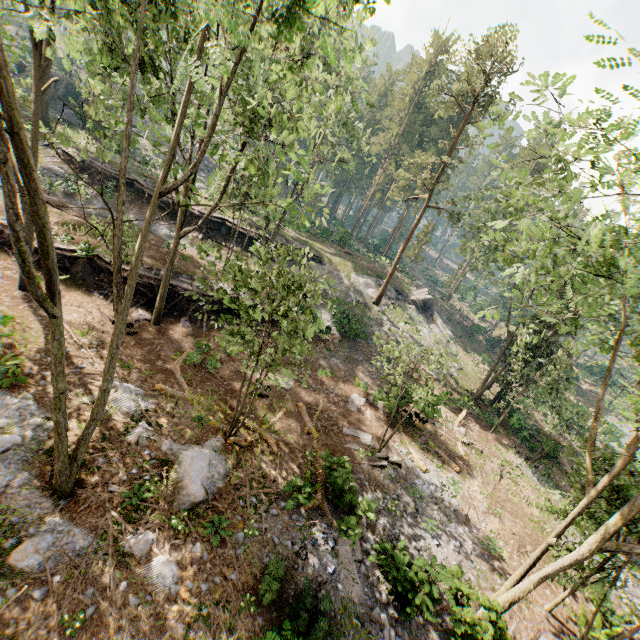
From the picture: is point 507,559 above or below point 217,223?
below

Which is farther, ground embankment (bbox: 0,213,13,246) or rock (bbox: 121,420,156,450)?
ground embankment (bbox: 0,213,13,246)

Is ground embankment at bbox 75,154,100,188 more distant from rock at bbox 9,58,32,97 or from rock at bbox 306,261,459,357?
rock at bbox 9,58,32,97

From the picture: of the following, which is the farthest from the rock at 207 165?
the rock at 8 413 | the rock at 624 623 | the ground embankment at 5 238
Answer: the rock at 624 623

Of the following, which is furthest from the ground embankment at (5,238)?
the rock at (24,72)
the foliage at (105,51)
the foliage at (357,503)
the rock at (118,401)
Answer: the rock at (24,72)

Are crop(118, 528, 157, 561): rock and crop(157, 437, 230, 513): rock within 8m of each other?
yes

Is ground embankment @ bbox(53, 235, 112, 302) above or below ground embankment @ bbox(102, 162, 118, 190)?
below

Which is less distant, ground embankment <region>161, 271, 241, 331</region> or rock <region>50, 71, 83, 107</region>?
ground embankment <region>161, 271, 241, 331</region>
